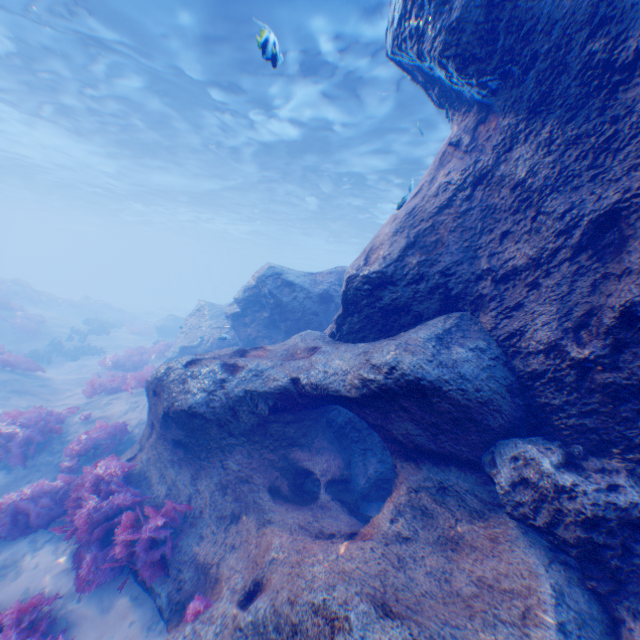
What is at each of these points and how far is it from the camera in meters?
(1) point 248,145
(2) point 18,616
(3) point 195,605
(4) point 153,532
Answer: (1) light, 18.7 m
(2) instancedfoliageactor, 4.6 m
(3) instancedfoliageactor, 4.6 m
(4) instancedfoliageactor, 5.4 m

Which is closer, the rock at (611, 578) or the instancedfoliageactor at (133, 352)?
the rock at (611, 578)

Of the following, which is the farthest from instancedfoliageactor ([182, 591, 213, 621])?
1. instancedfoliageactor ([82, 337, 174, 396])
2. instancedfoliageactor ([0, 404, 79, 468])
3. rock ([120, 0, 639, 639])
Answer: instancedfoliageactor ([0, 404, 79, 468])

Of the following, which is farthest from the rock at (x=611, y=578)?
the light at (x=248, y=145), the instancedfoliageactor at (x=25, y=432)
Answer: the instancedfoliageactor at (x=25, y=432)

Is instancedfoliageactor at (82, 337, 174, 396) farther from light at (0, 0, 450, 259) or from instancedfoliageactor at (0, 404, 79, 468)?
light at (0, 0, 450, 259)

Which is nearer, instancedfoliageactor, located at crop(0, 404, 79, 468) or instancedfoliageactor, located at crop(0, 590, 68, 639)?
instancedfoliageactor, located at crop(0, 590, 68, 639)

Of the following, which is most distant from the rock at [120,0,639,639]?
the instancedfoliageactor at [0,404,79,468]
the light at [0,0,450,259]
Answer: the instancedfoliageactor at [0,404,79,468]

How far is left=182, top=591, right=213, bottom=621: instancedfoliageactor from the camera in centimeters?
455cm
